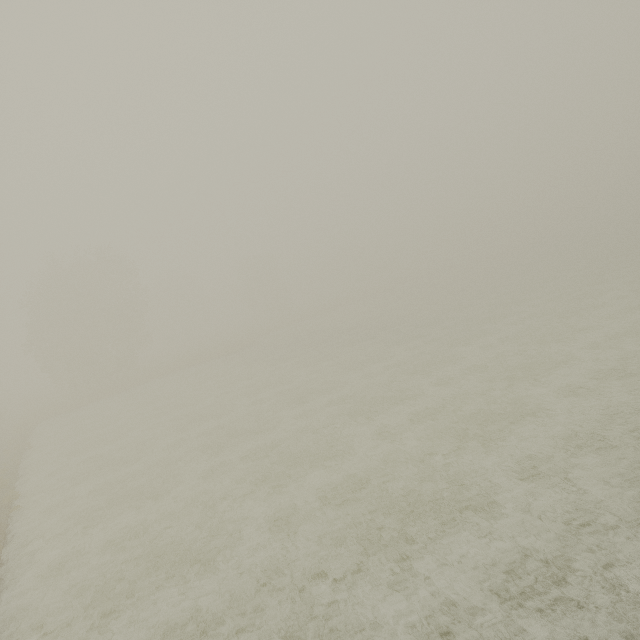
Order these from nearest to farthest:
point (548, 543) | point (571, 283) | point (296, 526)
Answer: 1. point (548, 543)
2. point (296, 526)
3. point (571, 283)
